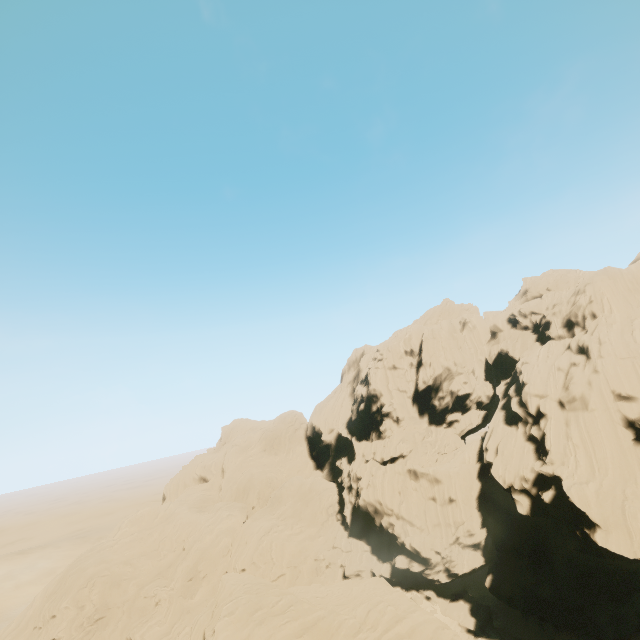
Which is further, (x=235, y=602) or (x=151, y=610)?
(x=151, y=610)
